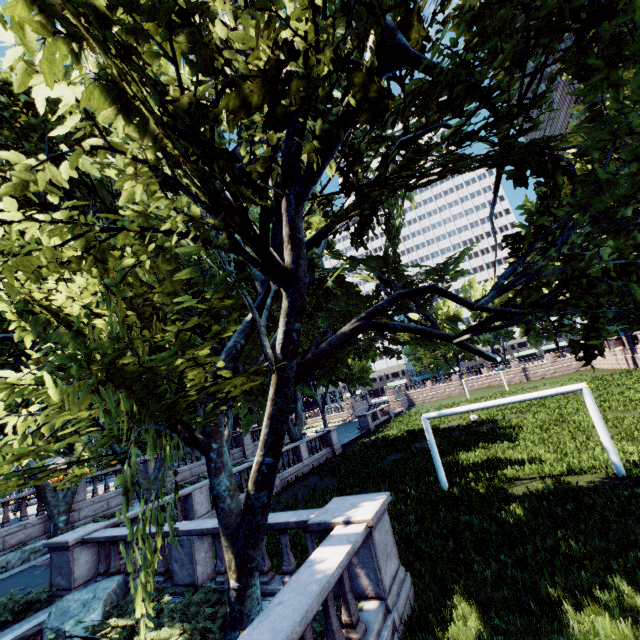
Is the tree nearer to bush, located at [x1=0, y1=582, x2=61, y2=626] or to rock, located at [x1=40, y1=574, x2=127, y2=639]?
bush, located at [x1=0, y1=582, x2=61, y2=626]

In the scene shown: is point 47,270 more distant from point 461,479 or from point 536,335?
point 461,479

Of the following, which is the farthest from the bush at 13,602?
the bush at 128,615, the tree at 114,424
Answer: the bush at 128,615

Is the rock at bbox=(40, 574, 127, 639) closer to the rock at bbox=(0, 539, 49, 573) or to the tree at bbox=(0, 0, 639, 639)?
the tree at bbox=(0, 0, 639, 639)

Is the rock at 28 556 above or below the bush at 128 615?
above

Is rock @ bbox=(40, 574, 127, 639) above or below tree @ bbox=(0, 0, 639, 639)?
below

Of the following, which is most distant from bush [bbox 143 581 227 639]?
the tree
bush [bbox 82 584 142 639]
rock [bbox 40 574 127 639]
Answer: the tree

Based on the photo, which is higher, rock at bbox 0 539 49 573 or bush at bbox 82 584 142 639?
rock at bbox 0 539 49 573
